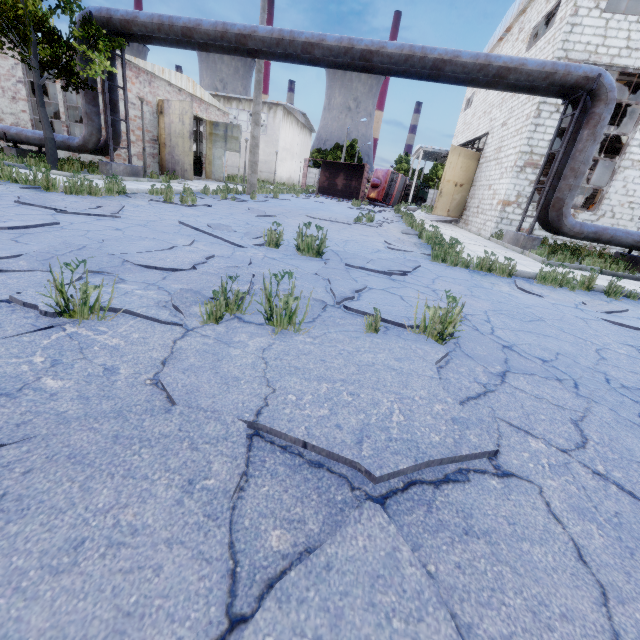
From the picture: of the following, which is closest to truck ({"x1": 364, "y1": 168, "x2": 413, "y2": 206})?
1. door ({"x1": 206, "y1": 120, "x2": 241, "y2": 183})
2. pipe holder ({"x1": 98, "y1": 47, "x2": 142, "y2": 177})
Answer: door ({"x1": 206, "y1": 120, "x2": 241, "y2": 183})

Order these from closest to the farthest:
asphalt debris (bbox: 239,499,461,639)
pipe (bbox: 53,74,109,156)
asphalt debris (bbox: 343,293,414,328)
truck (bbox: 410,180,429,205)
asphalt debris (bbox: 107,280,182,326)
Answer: asphalt debris (bbox: 239,499,461,639) < asphalt debris (bbox: 107,280,182,326) < asphalt debris (bbox: 343,293,414,328) < pipe (bbox: 53,74,109,156) < truck (bbox: 410,180,429,205)

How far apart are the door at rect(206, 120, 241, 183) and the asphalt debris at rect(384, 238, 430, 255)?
18.9 meters

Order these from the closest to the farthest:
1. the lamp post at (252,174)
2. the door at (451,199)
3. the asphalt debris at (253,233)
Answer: the asphalt debris at (253,233), the lamp post at (252,174), the door at (451,199)

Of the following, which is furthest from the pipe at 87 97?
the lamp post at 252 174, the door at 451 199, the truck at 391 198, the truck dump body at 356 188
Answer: the truck at 391 198

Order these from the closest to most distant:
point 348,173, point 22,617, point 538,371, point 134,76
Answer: point 22,617
point 538,371
point 134,76
point 348,173

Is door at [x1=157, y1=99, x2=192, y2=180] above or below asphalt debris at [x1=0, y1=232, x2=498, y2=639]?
above

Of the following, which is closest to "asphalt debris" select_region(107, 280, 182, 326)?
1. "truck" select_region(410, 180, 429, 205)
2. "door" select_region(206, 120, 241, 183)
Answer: "door" select_region(206, 120, 241, 183)
